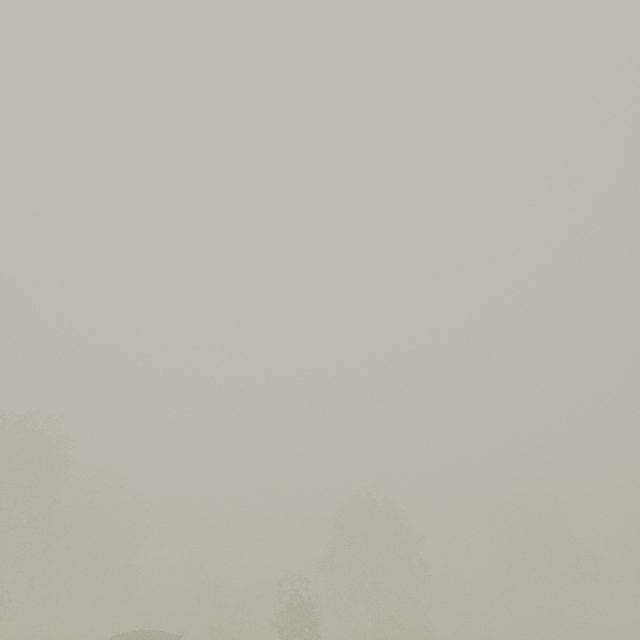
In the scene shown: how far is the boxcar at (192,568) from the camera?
53.88m

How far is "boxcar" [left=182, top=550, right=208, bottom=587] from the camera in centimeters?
5388cm

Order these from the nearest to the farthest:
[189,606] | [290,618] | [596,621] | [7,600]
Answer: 1. [7,600]
2. [290,618]
3. [189,606]
4. [596,621]
